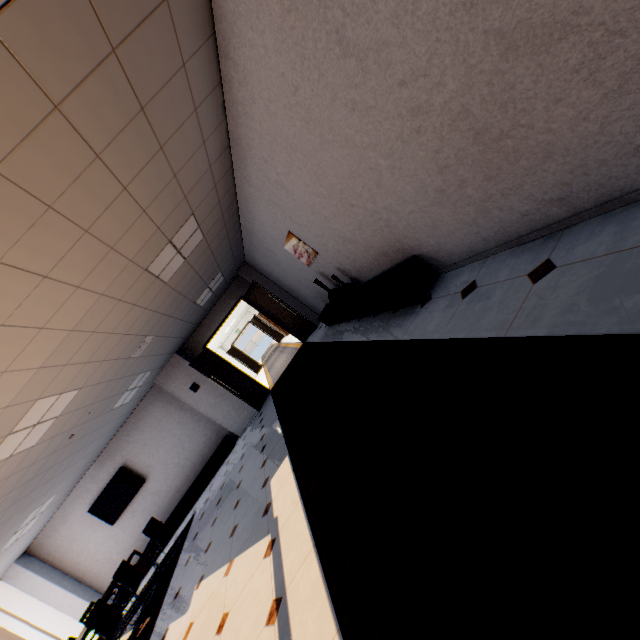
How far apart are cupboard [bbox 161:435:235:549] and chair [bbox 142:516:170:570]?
1.5 meters

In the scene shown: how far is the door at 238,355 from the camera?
20.6m

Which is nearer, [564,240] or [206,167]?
[564,240]

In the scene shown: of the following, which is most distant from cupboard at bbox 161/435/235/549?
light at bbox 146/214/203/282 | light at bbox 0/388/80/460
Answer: light at bbox 146/214/203/282

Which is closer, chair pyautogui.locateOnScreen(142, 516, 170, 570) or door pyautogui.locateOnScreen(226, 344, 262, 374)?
chair pyautogui.locateOnScreen(142, 516, 170, 570)

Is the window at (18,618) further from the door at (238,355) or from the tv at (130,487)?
the door at (238,355)

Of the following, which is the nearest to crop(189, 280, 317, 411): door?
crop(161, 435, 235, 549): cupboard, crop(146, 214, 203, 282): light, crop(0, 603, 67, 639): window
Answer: crop(161, 435, 235, 549): cupboard

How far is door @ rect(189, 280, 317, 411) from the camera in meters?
9.4
